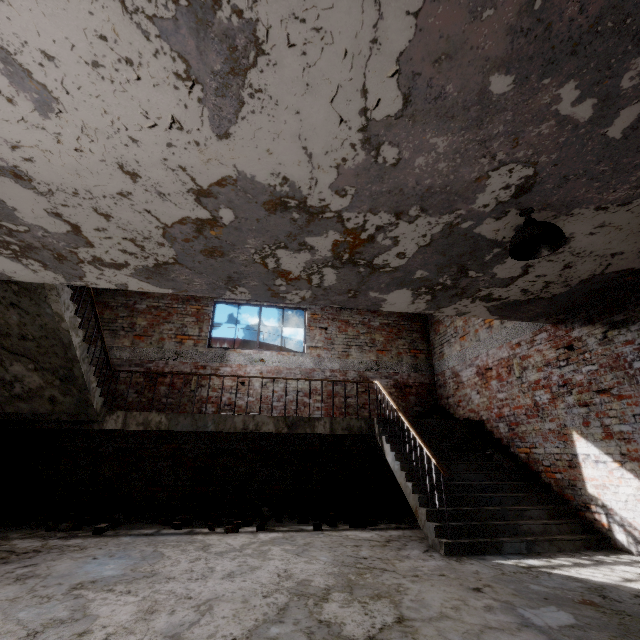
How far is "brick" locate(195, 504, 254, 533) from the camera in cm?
489

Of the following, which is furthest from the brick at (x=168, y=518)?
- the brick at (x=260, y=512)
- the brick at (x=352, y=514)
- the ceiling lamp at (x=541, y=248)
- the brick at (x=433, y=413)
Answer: the ceiling lamp at (x=541, y=248)

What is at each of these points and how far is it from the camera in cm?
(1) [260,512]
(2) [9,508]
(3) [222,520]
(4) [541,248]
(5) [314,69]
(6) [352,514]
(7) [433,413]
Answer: (1) brick, 582
(2) brick, 585
(3) brick, 526
(4) ceiling lamp, 291
(5) elevated walkway, 184
(6) brick, 589
(7) brick, 820

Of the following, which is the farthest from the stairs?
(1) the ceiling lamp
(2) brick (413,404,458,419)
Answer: (1) the ceiling lamp

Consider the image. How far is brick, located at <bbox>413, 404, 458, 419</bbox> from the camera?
7.80m

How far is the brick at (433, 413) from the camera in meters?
7.8

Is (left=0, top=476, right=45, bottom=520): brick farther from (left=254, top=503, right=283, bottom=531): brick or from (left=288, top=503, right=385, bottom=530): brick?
(left=288, top=503, right=385, bottom=530): brick

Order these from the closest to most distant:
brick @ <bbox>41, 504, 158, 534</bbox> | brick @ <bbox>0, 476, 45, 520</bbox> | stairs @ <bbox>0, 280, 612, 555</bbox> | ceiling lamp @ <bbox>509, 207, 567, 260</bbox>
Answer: ceiling lamp @ <bbox>509, 207, 567, 260</bbox>
stairs @ <bbox>0, 280, 612, 555</bbox>
brick @ <bbox>41, 504, 158, 534</bbox>
brick @ <bbox>0, 476, 45, 520</bbox>
